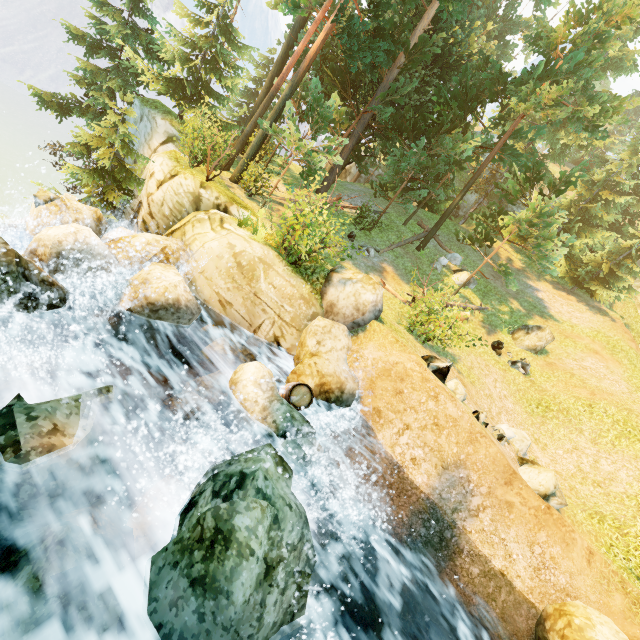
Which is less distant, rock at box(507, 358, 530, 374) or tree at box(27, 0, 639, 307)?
tree at box(27, 0, 639, 307)

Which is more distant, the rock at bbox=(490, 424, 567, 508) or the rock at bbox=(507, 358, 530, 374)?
the rock at bbox=(507, 358, 530, 374)

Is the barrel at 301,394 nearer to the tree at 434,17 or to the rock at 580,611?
the rock at 580,611

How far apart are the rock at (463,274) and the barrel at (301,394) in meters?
14.3

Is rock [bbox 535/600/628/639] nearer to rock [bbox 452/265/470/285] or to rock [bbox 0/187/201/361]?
rock [bbox 0/187/201/361]

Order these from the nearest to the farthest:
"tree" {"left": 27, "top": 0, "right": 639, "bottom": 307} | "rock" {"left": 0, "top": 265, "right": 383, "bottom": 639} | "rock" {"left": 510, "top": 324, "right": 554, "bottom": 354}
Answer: "rock" {"left": 0, "top": 265, "right": 383, "bottom": 639} → "tree" {"left": 27, "top": 0, "right": 639, "bottom": 307} → "rock" {"left": 510, "top": 324, "right": 554, "bottom": 354}

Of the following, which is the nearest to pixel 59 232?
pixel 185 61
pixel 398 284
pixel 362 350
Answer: pixel 362 350

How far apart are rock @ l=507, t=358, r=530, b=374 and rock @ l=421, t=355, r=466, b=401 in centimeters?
836cm
